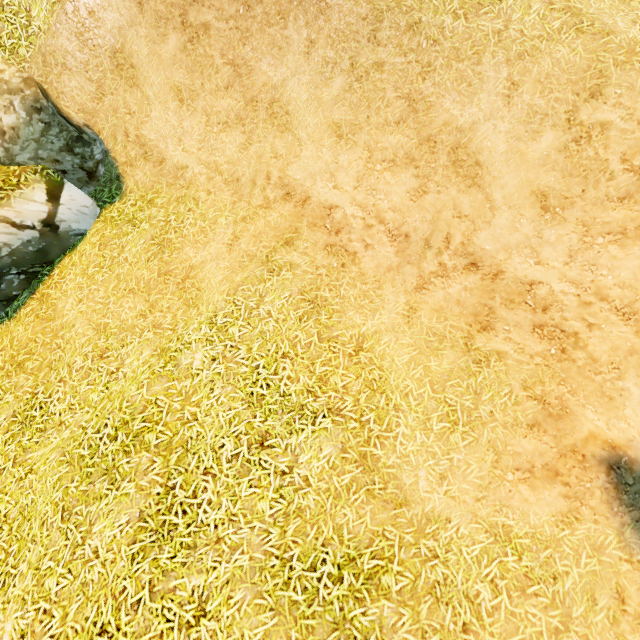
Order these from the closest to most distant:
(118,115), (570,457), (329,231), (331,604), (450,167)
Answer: (331,604) → (570,457) → (450,167) → (329,231) → (118,115)
